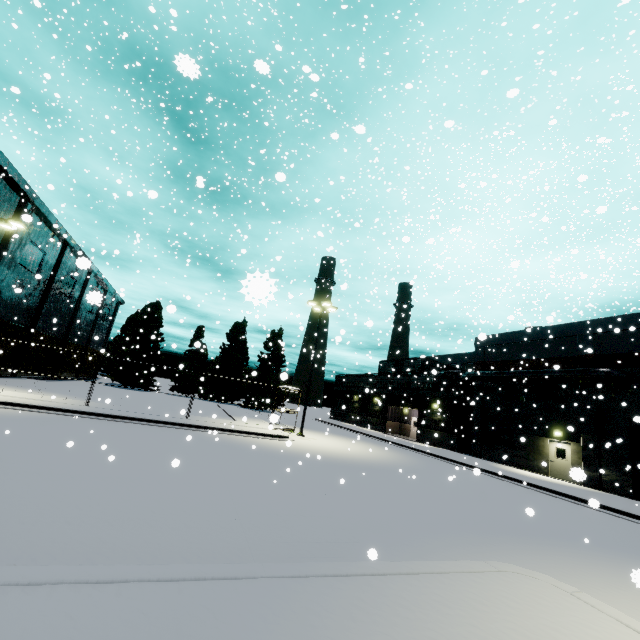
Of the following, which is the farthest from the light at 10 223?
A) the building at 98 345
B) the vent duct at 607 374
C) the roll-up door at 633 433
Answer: the roll-up door at 633 433

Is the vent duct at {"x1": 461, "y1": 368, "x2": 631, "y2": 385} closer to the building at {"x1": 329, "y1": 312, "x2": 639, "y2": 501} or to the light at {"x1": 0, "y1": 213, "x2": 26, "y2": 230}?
the building at {"x1": 329, "y1": 312, "x2": 639, "y2": 501}

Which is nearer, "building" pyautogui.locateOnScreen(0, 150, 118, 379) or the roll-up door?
the roll-up door

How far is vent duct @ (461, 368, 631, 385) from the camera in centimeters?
1988cm

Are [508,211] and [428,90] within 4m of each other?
no

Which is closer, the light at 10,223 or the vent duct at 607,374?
the light at 10,223

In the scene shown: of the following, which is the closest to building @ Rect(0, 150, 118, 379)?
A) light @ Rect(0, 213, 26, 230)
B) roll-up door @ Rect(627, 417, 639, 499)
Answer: roll-up door @ Rect(627, 417, 639, 499)

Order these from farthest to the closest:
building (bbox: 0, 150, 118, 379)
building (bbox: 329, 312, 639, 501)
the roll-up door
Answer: building (bbox: 0, 150, 118, 379) < building (bbox: 329, 312, 639, 501) < the roll-up door
